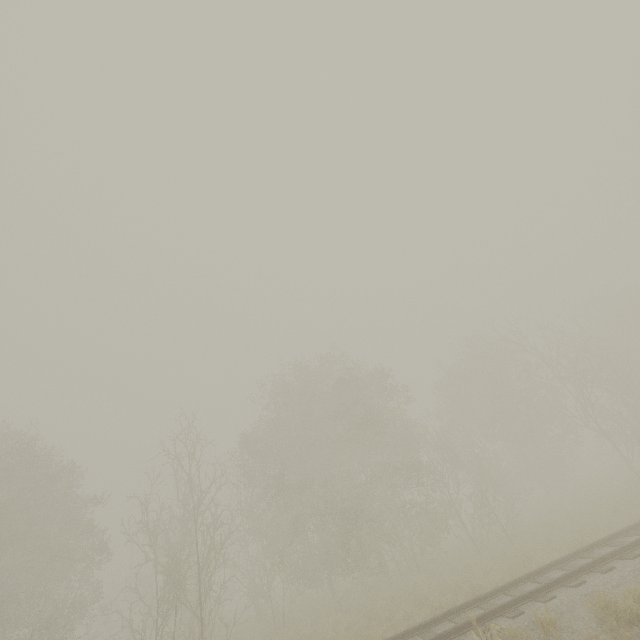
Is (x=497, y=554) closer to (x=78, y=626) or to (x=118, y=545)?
(x=78, y=626)
